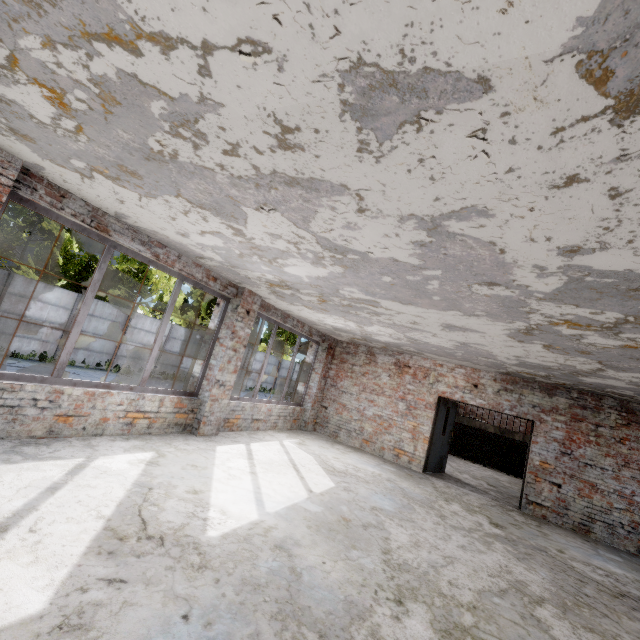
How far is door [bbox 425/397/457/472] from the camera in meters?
9.4

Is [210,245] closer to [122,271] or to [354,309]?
[354,309]

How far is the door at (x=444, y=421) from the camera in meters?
9.4
